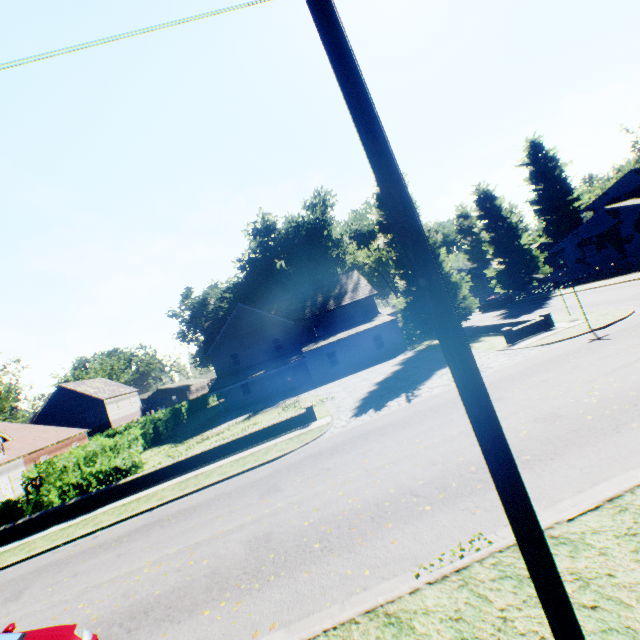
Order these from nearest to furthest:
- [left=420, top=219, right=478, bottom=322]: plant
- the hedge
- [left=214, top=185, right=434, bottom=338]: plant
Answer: the hedge
[left=420, top=219, right=478, bottom=322]: plant
[left=214, top=185, right=434, bottom=338]: plant

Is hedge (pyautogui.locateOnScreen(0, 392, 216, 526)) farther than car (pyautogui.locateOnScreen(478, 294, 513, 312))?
No

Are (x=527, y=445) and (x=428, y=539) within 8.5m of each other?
yes

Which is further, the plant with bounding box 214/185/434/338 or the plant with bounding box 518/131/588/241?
the plant with bounding box 518/131/588/241

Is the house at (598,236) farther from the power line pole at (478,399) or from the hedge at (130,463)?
the power line pole at (478,399)

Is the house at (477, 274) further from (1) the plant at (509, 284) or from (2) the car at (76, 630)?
(2) the car at (76, 630)

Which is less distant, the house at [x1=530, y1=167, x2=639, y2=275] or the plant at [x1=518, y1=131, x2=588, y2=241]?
the house at [x1=530, y1=167, x2=639, y2=275]
